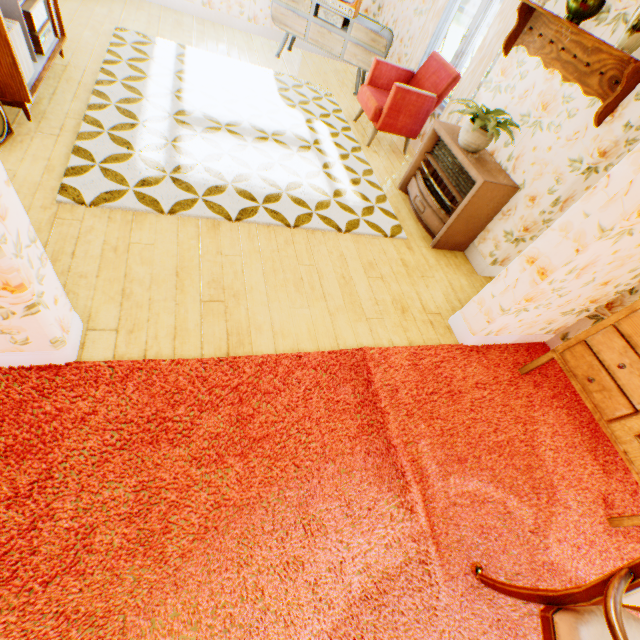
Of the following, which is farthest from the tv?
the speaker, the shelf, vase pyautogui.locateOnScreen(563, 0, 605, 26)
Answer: the speaker

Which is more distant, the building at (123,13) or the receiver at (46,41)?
the receiver at (46,41)

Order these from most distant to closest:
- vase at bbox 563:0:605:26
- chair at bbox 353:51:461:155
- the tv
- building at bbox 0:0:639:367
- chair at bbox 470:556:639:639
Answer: the tv < chair at bbox 353:51:461:155 < vase at bbox 563:0:605:26 < building at bbox 0:0:639:367 < chair at bbox 470:556:639:639

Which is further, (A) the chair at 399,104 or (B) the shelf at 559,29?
(A) the chair at 399,104

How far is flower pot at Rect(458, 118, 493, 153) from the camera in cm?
326

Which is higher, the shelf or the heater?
the shelf

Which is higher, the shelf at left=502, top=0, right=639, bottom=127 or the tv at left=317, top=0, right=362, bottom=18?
the shelf at left=502, top=0, right=639, bottom=127

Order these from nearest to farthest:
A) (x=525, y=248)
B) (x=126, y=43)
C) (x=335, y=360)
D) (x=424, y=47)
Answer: (x=335, y=360) → (x=525, y=248) → (x=126, y=43) → (x=424, y=47)
